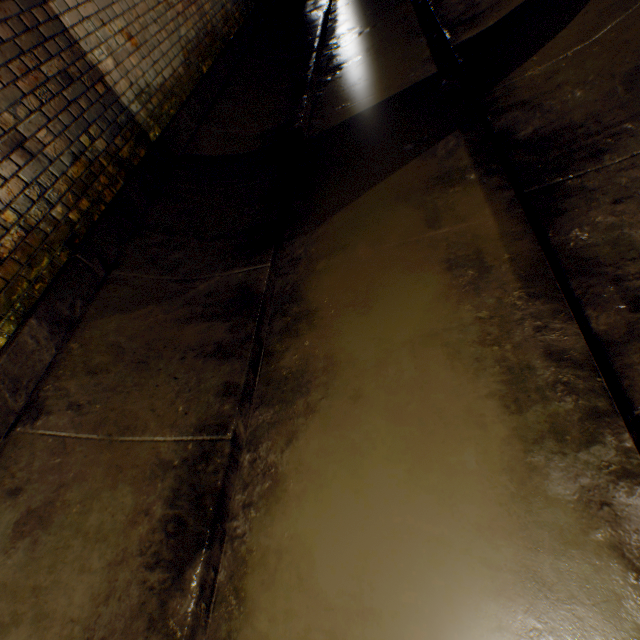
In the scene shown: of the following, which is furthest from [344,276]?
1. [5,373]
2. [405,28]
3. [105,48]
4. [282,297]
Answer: [405,28]
